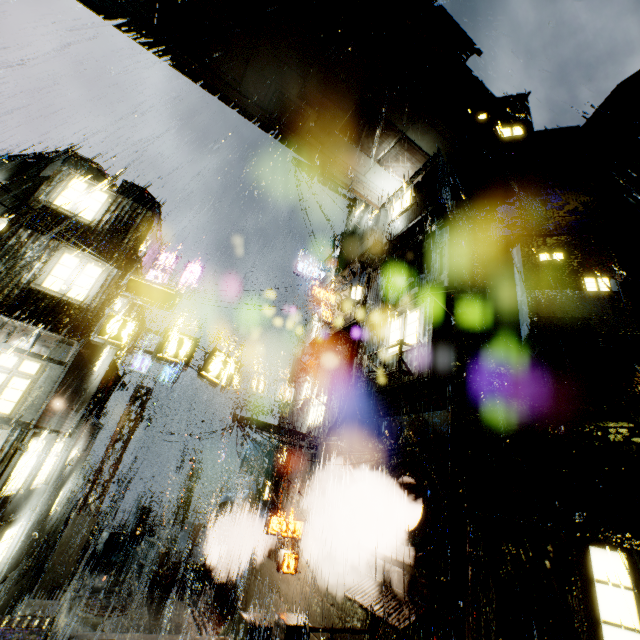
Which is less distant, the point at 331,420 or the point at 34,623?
the point at 34,623

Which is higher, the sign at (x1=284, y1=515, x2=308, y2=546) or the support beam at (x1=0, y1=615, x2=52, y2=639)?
the sign at (x1=284, y1=515, x2=308, y2=546)

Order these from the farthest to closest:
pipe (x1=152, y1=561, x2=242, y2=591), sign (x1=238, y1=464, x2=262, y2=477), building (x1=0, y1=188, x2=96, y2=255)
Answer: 1. sign (x1=238, y1=464, x2=262, y2=477)
2. pipe (x1=152, y1=561, x2=242, y2=591)
3. building (x1=0, y1=188, x2=96, y2=255)

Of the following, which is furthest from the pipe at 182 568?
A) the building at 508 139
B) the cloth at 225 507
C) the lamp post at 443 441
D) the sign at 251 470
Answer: the lamp post at 443 441

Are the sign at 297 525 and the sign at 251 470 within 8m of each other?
yes

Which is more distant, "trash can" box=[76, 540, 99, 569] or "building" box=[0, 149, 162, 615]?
"trash can" box=[76, 540, 99, 569]

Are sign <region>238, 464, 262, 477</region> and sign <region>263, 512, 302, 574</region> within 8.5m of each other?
yes

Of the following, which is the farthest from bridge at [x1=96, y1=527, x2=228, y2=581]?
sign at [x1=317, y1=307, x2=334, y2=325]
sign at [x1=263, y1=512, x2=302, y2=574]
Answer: sign at [x1=317, y1=307, x2=334, y2=325]
